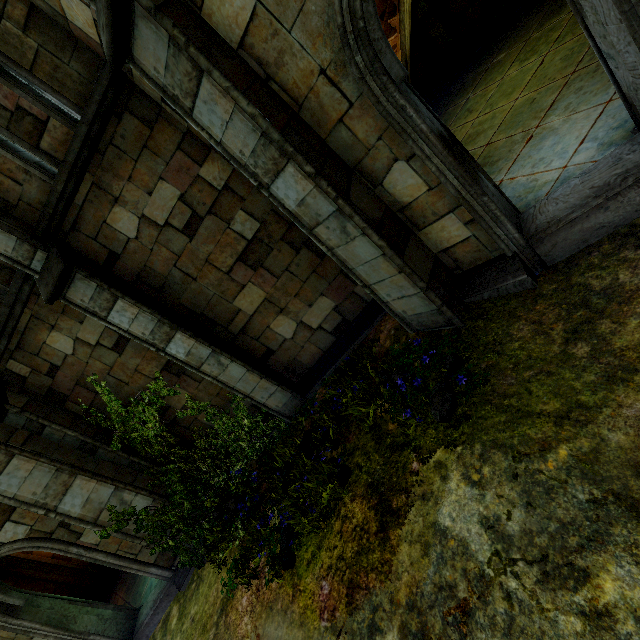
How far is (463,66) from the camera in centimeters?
1018cm

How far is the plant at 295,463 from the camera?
4.59m

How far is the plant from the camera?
4.59m
